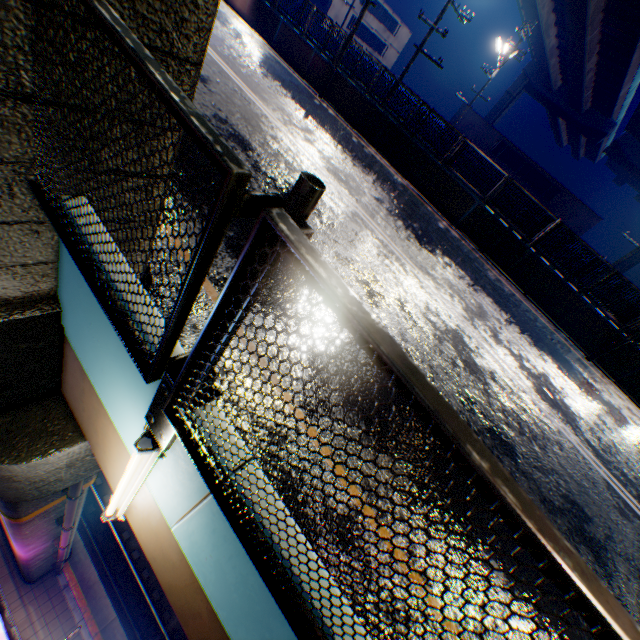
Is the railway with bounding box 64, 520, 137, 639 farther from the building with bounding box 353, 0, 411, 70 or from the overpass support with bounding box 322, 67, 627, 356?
the building with bounding box 353, 0, 411, 70

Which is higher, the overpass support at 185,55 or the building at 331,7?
the building at 331,7

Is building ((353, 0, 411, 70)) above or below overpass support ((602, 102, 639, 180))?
below

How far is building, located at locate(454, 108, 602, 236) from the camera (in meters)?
31.86

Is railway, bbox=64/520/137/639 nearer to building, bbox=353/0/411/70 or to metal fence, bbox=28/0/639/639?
metal fence, bbox=28/0/639/639

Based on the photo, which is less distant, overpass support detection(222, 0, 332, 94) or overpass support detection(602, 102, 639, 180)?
overpass support detection(222, 0, 332, 94)

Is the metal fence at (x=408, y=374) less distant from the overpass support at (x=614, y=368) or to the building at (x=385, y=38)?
the overpass support at (x=614, y=368)

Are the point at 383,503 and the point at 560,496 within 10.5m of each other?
yes
